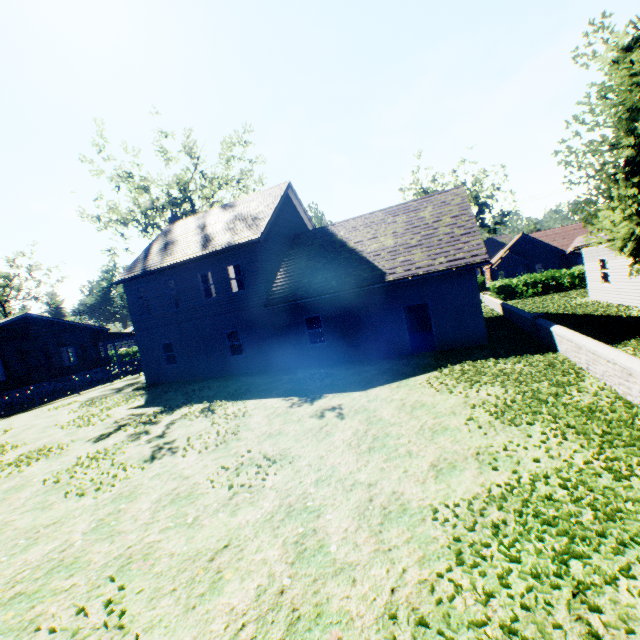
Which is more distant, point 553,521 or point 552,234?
point 552,234

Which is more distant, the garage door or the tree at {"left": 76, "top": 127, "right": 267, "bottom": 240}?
the tree at {"left": 76, "top": 127, "right": 267, "bottom": 240}

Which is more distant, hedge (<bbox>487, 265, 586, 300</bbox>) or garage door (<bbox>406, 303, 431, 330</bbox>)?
hedge (<bbox>487, 265, 586, 300</bbox>)

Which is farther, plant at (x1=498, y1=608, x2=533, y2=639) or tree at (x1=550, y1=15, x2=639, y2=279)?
tree at (x1=550, y1=15, x2=639, y2=279)

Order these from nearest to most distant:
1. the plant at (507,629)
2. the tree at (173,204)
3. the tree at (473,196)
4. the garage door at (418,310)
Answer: the plant at (507,629), the garage door at (418,310), the tree at (173,204), the tree at (473,196)

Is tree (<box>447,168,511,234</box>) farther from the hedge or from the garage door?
the hedge

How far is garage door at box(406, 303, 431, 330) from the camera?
21.3m

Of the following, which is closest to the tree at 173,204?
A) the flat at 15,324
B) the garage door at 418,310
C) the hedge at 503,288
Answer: the flat at 15,324
